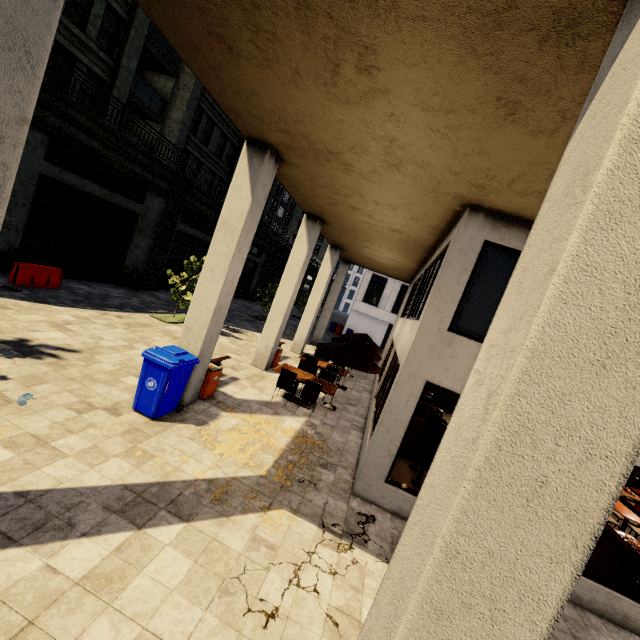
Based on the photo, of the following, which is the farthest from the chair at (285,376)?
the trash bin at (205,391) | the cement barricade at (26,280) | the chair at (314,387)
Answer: the cement barricade at (26,280)

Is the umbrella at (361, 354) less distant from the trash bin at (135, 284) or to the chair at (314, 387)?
the chair at (314, 387)

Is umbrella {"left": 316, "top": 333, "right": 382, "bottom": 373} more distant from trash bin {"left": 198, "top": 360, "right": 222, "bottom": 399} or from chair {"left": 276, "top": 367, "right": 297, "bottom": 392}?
trash bin {"left": 198, "top": 360, "right": 222, "bottom": 399}

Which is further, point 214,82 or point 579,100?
point 214,82

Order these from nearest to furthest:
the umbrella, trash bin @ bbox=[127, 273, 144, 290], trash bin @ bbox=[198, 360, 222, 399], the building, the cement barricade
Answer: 1. the building
2. trash bin @ bbox=[198, 360, 222, 399]
3. the umbrella
4. the cement barricade
5. trash bin @ bbox=[127, 273, 144, 290]

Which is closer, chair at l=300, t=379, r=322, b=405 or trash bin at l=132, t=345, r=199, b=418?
trash bin at l=132, t=345, r=199, b=418

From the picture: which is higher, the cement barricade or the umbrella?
the umbrella

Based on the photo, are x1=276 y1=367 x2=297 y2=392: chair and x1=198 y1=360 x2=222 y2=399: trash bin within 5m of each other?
yes
